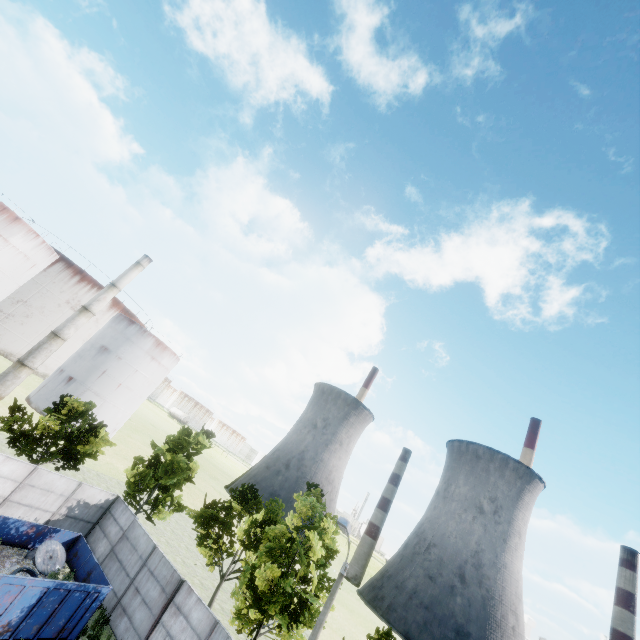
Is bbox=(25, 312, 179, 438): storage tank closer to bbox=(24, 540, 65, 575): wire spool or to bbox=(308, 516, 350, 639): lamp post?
bbox=(24, 540, 65, 575): wire spool

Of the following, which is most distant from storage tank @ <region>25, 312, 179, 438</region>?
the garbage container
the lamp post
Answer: the lamp post

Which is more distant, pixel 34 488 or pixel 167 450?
pixel 167 450

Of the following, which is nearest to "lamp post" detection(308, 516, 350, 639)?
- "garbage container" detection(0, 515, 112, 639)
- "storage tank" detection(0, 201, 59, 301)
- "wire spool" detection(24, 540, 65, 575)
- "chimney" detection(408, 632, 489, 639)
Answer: "garbage container" detection(0, 515, 112, 639)

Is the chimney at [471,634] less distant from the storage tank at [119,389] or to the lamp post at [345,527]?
the storage tank at [119,389]

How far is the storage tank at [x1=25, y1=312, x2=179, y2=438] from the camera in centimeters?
4641cm

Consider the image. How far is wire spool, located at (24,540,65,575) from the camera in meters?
14.8

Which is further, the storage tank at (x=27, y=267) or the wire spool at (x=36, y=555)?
the storage tank at (x=27, y=267)
